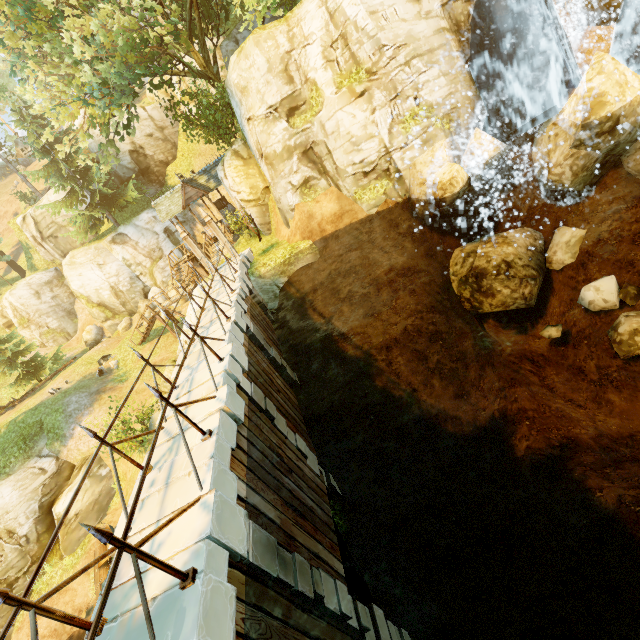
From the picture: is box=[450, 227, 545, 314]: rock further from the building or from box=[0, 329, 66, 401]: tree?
the building

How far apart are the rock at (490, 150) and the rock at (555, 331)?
5.4 meters

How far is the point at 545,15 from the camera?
12.0m

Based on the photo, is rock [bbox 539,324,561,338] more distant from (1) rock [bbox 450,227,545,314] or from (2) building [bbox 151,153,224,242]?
(2) building [bbox 151,153,224,242]

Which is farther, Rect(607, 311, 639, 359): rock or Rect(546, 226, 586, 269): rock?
Rect(546, 226, 586, 269): rock

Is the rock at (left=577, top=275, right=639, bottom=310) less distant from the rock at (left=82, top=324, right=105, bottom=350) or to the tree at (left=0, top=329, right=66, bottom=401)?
the tree at (left=0, top=329, right=66, bottom=401)

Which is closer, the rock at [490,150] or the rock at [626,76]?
the rock at [626,76]

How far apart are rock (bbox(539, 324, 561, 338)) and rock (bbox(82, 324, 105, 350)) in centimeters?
3519cm
